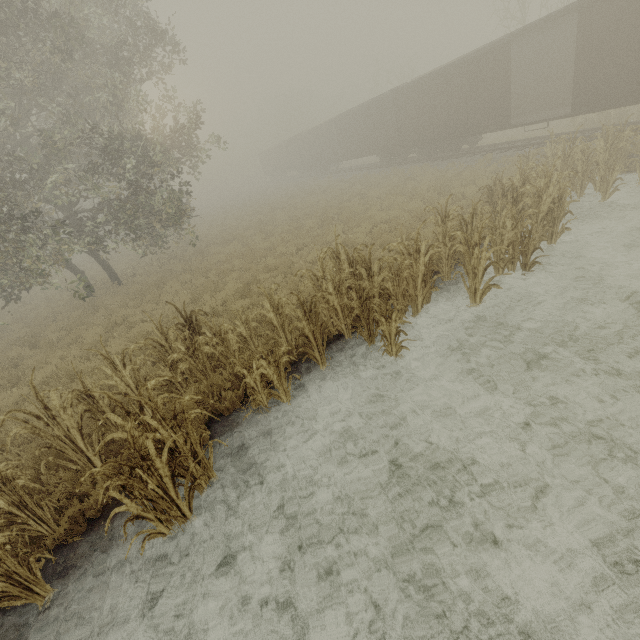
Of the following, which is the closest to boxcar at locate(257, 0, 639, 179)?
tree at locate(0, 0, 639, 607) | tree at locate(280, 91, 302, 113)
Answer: tree at locate(280, 91, 302, 113)

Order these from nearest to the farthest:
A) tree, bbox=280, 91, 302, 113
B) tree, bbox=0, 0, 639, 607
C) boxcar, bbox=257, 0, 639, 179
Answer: tree, bbox=0, 0, 639, 607, boxcar, bbox=257, 0, 639, 179, tree, bbox=280, 91, 302, 113

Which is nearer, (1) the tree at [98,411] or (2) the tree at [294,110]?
(1) the tree at [98,411]

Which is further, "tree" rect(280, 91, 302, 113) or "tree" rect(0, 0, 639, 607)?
"tree" rect(280, 91, 302, 113)

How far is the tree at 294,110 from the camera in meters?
58.3 m

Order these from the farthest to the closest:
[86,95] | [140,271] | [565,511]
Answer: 1. [140,271]
2. [86,95]
3. [565,511]

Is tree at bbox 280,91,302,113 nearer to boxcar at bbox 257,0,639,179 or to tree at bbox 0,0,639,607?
boxcar at bbox 257,0,639,179
